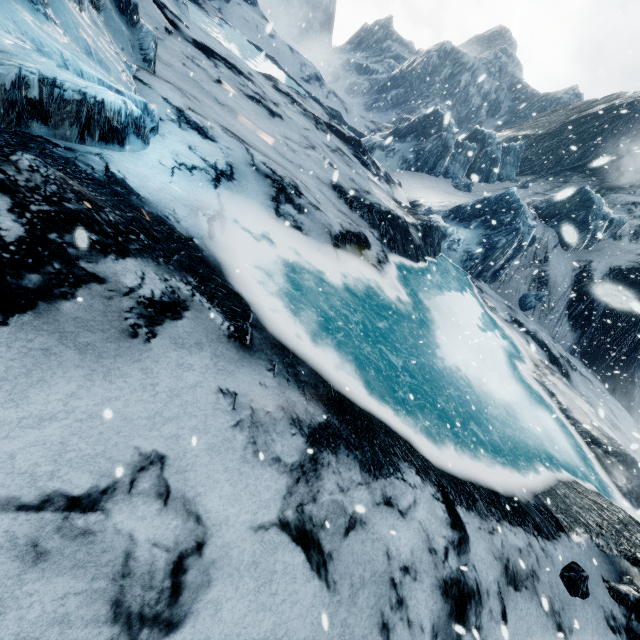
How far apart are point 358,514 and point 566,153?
50.5 meters
